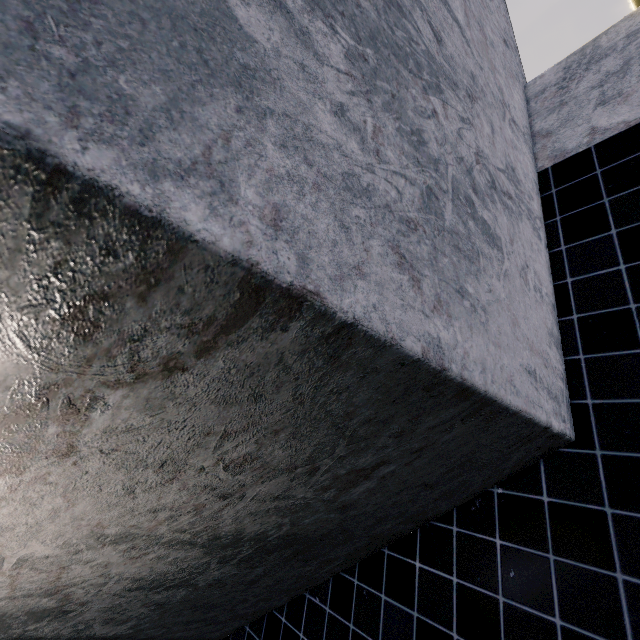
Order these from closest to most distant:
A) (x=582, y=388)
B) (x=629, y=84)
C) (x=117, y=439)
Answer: (x=117, y=439)
(x=582, y=388)
(x=629, y=84)
